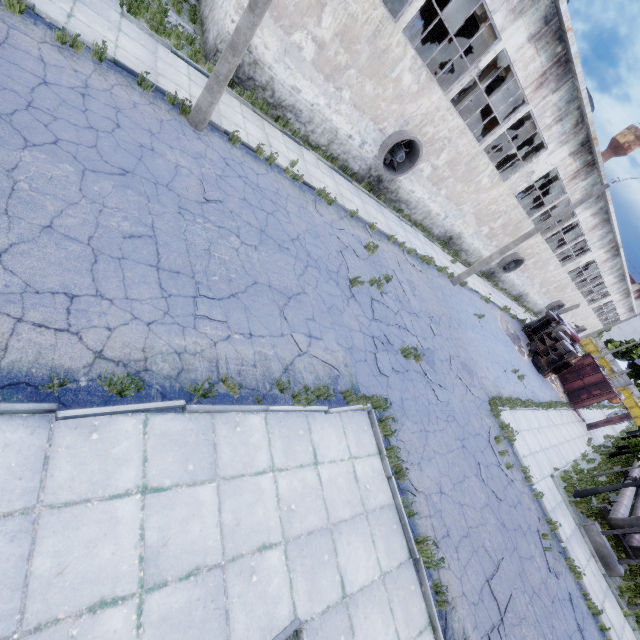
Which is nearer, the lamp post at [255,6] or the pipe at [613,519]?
the lamp post at [255,6]

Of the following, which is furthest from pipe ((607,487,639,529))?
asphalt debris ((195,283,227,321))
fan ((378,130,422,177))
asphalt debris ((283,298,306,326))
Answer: fan ((378,130,422,177))

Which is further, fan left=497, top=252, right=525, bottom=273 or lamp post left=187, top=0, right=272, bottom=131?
fan left=497, top=252, right=525, bottom=273

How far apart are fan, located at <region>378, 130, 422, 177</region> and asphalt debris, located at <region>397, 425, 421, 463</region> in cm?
1295

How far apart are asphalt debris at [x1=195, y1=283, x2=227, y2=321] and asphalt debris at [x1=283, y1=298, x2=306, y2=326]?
1.6 meters

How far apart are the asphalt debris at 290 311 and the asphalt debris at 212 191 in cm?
308

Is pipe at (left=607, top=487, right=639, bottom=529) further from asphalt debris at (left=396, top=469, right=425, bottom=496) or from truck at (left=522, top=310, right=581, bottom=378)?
truck at (left=522, top=310, right=581, bottom=378)

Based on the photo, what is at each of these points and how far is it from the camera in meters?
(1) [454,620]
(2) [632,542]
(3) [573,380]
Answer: (1) asphalt debris, 6.3 m
(2) pipe, 13.8 m
(3) truck dump body, 28.2 m
